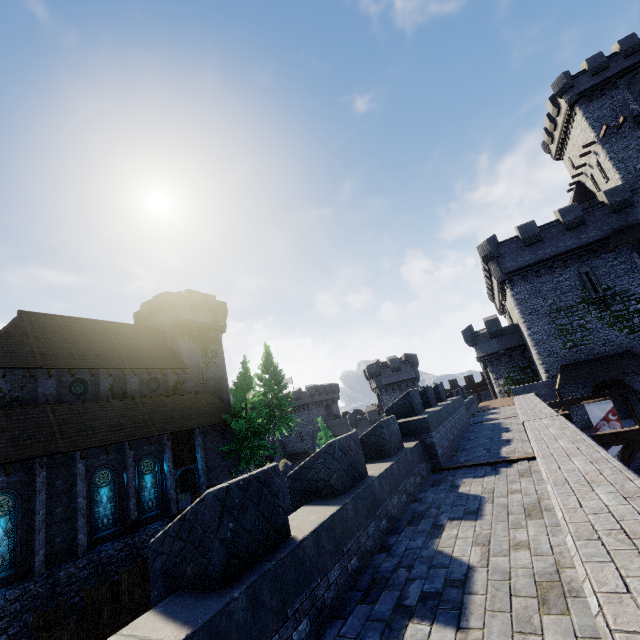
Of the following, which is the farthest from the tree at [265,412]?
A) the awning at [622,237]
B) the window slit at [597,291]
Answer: the awning at [622,237]

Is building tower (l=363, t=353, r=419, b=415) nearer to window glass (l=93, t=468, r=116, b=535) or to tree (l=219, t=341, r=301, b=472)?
tree (l=219, t=341, r=301, b=472)

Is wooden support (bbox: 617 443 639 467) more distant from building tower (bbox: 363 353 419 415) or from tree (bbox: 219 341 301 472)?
building tower (bbox: 363 353 419 415)

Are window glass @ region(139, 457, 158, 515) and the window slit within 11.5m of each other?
no

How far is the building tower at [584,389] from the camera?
24.12m

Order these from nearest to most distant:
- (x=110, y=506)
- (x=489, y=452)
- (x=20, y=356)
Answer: (x=489, y=452), (x=110, y=506), (x=20, y=356)

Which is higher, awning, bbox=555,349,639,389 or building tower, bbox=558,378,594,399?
awning, bbox=555,349,639,389

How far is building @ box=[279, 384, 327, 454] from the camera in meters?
56.8
